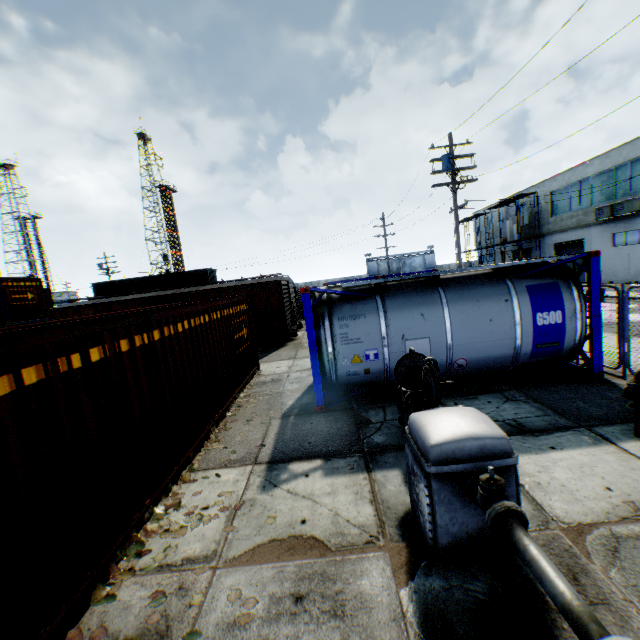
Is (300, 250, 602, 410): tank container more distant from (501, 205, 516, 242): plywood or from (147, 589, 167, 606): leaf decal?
(501, 205, 516, 242): plywood

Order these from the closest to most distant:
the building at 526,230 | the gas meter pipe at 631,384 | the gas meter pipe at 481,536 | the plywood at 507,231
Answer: the gas meter pipe at 481,536 → the gas meter pipe at 631,384 → the plywood at 507,231 → the building at 526,230

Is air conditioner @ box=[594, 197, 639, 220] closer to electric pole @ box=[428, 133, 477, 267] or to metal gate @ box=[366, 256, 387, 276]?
electric pole @ box=[428, 133, 477, 267]

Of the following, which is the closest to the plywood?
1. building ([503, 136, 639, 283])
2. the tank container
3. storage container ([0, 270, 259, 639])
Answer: building ([503, 136, 639, 283])

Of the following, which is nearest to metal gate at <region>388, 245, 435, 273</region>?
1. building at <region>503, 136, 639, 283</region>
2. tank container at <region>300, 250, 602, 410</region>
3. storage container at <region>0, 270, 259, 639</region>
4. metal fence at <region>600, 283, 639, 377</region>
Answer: building at <region>503, 136, 639, 283</region>

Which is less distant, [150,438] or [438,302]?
[150,438]

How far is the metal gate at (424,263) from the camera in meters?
54.5 m

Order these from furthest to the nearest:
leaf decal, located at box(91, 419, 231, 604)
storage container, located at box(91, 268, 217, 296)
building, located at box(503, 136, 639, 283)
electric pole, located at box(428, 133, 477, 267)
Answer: storage container, located at box(91, 268, 217, 296)
building, located at box(503, 136, 639, 283)
electric pole, located at box(428, 133, 477, 267)
leaf decal, located at box(91, 419, 231, 604)
